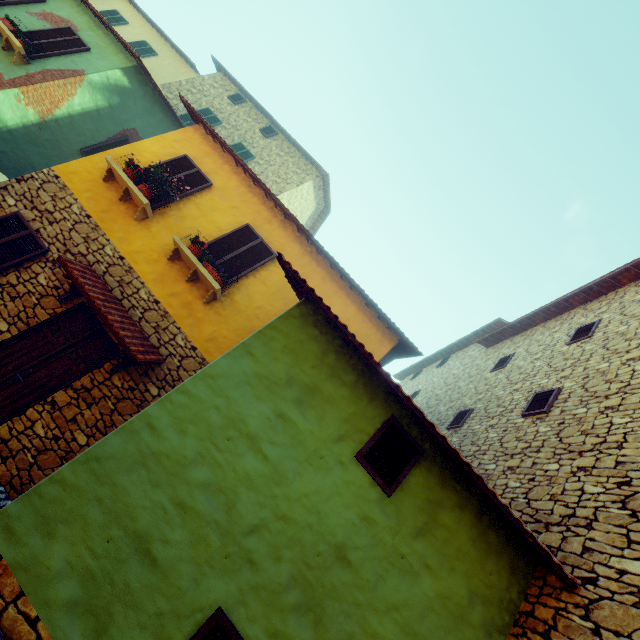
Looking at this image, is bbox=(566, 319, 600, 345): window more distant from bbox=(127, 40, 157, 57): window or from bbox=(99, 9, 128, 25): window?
bbox=(127, 40, 157, 57): window

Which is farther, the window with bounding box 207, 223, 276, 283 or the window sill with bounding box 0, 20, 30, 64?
the window sill with bounding box 0, 20, 30, 64

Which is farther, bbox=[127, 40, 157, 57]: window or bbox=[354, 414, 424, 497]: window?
bbox=[127, 40, 157, 57]: window

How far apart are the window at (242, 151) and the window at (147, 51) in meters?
6.5 m

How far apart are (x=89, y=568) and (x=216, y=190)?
7.6 meters

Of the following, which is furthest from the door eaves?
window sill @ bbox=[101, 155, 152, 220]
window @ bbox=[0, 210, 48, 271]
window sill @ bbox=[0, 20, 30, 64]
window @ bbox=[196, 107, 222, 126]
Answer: window @ bbox=[196, 107, 222, 126]

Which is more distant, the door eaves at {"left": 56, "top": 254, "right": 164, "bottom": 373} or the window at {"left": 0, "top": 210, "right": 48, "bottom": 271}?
the window at {"left": 0, "top": 210, "right": 48, "bottom": 271}

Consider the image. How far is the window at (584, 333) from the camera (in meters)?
7.23
